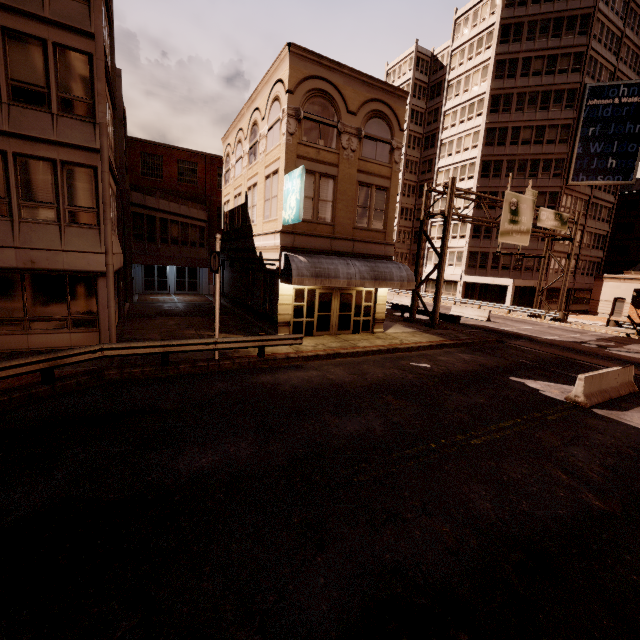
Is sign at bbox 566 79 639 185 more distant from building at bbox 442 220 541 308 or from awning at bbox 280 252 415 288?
awning at bbox 280 252 415 288

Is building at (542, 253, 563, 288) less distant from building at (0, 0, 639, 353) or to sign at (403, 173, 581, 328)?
building at (0, 0, 639, 353)

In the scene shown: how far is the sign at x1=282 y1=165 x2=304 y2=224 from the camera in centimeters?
1364cm

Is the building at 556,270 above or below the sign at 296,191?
below

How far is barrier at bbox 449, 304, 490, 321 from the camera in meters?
28.9 m

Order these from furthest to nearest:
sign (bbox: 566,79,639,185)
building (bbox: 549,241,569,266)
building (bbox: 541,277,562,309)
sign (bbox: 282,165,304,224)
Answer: building (bbox: 541,277,562,309), building (bbox: 549,241,569,266), sign (bbox: 566,79,639,185), sign (bbox: 282,165,304,224)

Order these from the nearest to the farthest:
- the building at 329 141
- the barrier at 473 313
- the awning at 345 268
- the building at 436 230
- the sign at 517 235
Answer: the building at 329 141
the awning at 345 268
the sign at 517 235
the barrier at 473 313
the building at 436 230

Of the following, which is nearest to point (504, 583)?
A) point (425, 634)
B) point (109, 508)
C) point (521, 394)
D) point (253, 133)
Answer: point (425, 634)
